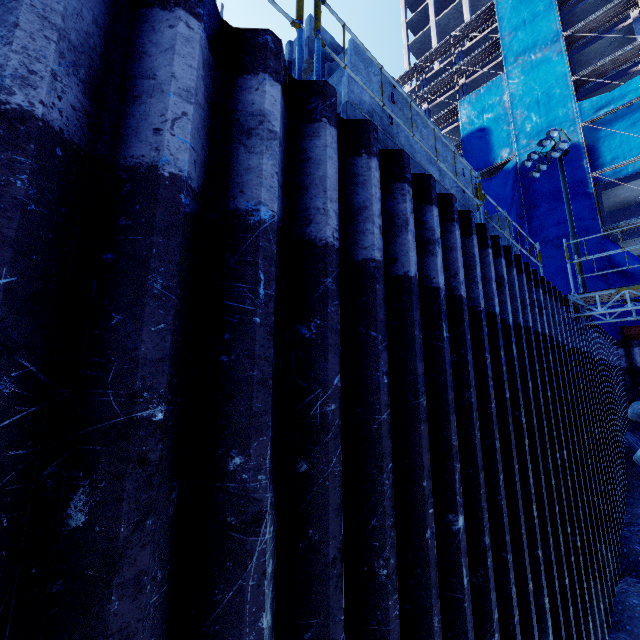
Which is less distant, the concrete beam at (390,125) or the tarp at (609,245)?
the concrete beam at (390,125)

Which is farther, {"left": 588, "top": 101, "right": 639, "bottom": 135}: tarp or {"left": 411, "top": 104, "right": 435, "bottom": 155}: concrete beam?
{"left": 588, "top": 101, "right": 639, "bottom": 135}: tarp

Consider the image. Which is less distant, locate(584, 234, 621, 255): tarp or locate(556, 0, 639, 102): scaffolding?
locate(584, 234, 621, 255): tarp

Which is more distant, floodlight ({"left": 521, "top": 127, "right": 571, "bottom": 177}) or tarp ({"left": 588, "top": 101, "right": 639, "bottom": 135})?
tarp ({"left": 588, "top": 101, "right": 639, "bottom": 135})

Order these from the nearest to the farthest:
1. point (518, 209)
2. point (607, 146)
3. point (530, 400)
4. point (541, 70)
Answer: point (530, 400)
point (607, 146)
point (518, 209)
point (541, 70)

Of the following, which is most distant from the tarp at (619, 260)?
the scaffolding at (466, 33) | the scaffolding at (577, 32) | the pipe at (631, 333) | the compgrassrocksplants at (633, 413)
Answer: the compgrassrocksplants at (633, 413)

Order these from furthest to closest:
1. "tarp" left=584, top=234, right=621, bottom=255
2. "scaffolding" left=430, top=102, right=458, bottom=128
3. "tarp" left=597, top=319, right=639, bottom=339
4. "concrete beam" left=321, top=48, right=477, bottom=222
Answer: "scaffolding" left=430, top=102, right=458, bottom=128, "tarp" left=584, top=234, right=621, bottom=255, "tarp" left=597, top=319, right=639, bottom=339, "concrete beam" left=321, top=48, right=477, bottom=222

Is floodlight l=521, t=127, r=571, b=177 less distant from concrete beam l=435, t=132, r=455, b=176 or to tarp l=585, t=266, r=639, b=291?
tarp l=585, t=266, r=639, b=291
